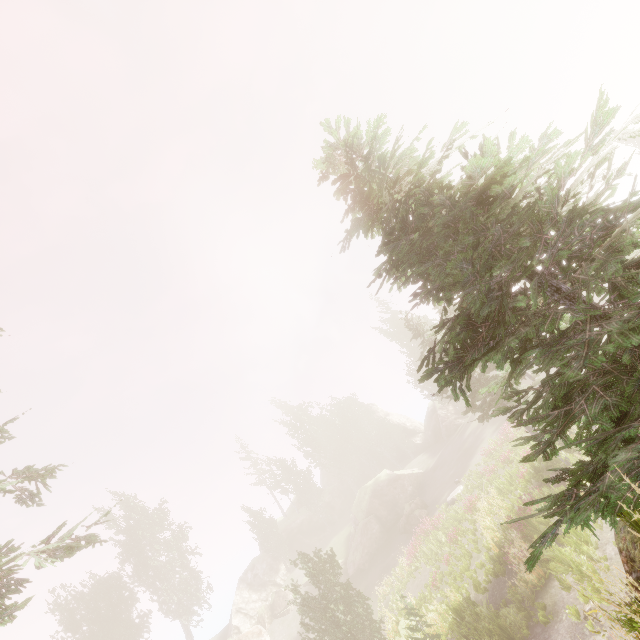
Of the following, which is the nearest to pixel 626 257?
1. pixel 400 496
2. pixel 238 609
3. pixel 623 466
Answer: pixel 623 466

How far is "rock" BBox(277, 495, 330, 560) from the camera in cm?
4469

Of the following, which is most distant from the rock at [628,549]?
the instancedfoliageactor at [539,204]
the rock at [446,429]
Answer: the rock at [446,429]

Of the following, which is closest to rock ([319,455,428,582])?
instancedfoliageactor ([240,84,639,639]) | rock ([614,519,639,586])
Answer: instancedfoliageactor ([240,84,639,639])

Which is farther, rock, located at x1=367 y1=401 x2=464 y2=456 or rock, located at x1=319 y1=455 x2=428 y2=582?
rock, located at x1=367 y1=401 x2=464 y2=456

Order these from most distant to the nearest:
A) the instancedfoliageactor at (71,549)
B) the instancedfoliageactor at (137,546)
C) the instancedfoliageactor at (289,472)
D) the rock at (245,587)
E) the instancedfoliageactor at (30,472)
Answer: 1. the instancedfoliageactor at (289,472)
2. the rock at (245,587)
3. the instancedfoliageactor at (137,546)
4. the instancedfoliageactor at (30,472)
5. the instancedfoliageactor at (71,549)
